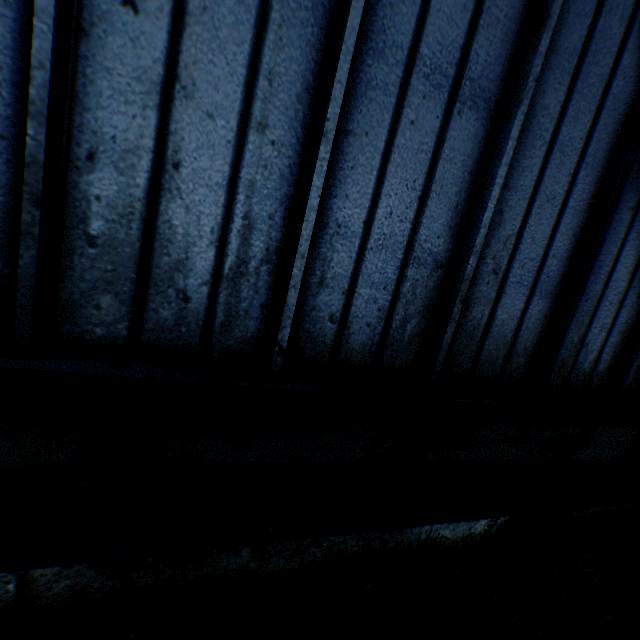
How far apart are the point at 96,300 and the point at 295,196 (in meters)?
1.40
